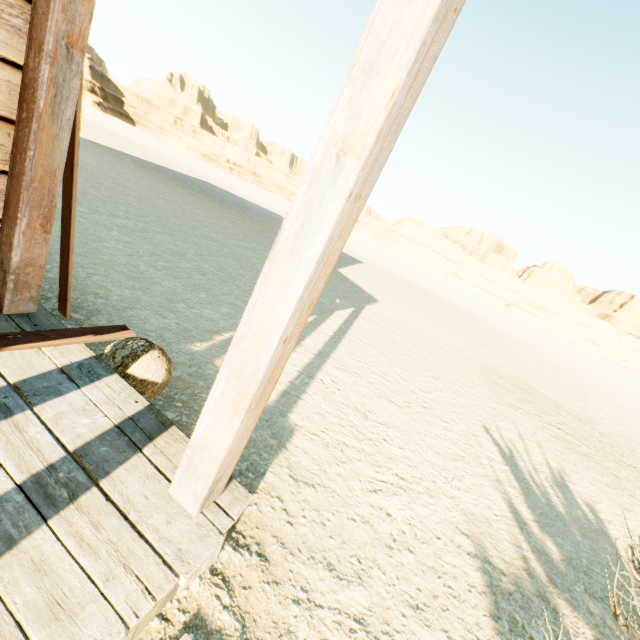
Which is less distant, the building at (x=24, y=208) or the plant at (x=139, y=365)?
the building at (x=24, y=208)

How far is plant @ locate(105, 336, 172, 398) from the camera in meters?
2.1

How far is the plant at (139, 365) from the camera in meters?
2.1

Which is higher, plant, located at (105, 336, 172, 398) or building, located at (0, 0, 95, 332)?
building, located at (0, 0, 95, 332)

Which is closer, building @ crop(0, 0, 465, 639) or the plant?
building @ crop(0, 0, 465, 639)

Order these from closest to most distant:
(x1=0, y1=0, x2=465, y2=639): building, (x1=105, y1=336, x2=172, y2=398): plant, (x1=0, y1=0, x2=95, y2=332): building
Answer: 1. (x1=0, y1=0, x2=465, y2=639): building
2. (x1=0, y1=0, x2=95, y2=332): building
3. (x1=105, y1=336, x2=172, y2=398): plant

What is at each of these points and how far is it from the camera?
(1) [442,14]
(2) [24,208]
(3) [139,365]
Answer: (1) building, 0.9 meters
(2) building, 1.8 meters
(3) plant, 2.1 meters

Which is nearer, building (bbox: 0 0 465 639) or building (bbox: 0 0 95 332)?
building (bbox: 0 0 465 639)
